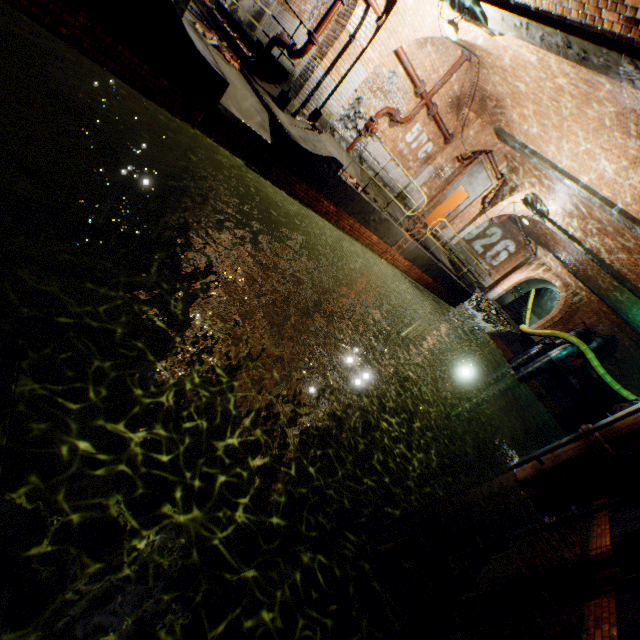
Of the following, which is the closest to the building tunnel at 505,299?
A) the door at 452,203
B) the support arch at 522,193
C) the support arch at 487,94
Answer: the support arch at 522,193

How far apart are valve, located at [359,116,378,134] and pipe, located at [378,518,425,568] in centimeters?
1091cm

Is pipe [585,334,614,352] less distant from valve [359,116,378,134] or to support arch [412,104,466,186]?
support arch [412,104,466,186]

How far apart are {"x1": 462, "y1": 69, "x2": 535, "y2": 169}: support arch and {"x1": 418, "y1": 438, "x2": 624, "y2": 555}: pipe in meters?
9.1 m

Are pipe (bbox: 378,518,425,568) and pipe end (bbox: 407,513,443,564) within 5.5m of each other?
yes

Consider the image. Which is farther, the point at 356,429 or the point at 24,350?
the point at 356,429

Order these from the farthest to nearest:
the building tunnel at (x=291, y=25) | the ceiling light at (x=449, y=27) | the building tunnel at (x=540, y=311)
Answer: the building tunnel at (x=540, y=311) → the building tunnel at (x=291, y=25) → the ceiling light at (x=449, y=27)

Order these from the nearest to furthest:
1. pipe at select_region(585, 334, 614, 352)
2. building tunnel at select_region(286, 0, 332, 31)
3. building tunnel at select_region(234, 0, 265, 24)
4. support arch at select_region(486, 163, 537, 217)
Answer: building tunnel at select_region(286, 0, 332, 31), building tunnel at select_region(234, 0, 265, 24), support arch at select_region(486, 163, 537, 217), pipe at select_region(585, 334, 614, 352)
